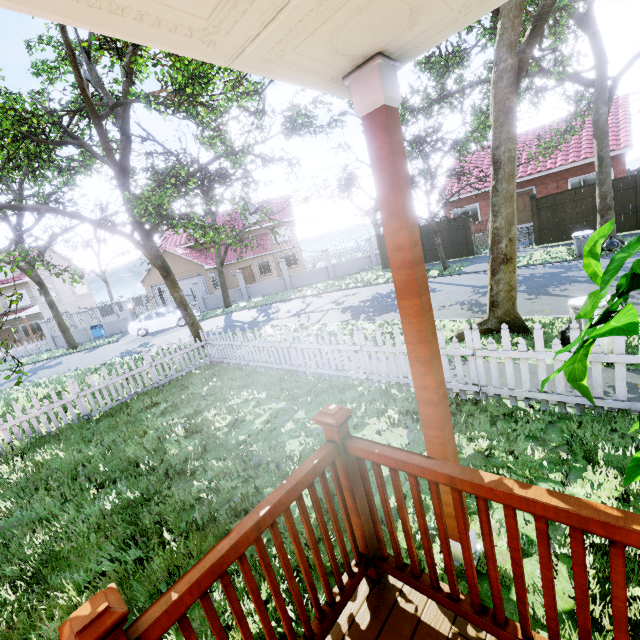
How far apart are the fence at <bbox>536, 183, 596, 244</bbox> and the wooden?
17.8m

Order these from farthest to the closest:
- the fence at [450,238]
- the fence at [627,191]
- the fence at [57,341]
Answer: the fence at [57,341]
the fence at [450,238]
the fence at [627,191]

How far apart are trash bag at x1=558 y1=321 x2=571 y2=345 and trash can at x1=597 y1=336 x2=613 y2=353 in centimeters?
7cm

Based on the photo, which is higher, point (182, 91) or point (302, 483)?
point (182, 91)

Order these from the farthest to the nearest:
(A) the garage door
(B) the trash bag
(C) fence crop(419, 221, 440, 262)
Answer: (A) the garage door
(C) fence crop(419, 221, 440, 262)
(B) the trash bag

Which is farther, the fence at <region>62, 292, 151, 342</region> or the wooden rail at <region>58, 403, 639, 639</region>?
the fence at <region>62, 292, 151, 342</region>

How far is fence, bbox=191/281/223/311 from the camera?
26.2 meters

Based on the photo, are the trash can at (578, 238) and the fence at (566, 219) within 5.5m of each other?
yes
